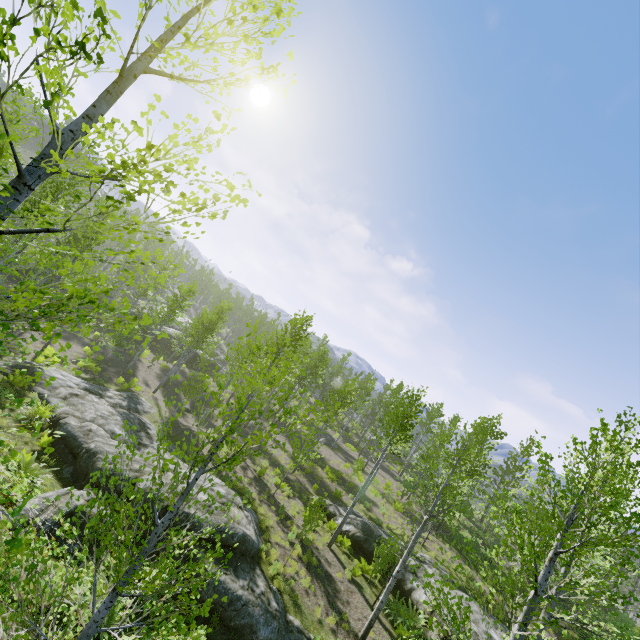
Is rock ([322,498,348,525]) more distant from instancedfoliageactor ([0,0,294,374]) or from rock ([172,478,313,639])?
rock ([172,478,313,639])

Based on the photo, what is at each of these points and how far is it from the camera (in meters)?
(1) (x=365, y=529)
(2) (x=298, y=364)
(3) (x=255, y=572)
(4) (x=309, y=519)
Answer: (1) rock, 17.19
(2) instancedfoliageactor, 4.48
(3) rock, 11.20
(4) instancedfoliageactor, 12.65

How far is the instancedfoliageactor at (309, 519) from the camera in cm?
1252

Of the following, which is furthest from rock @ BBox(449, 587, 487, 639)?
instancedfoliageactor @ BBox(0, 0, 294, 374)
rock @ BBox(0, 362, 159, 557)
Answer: rock @ BBox(0, 362, 159, 557)

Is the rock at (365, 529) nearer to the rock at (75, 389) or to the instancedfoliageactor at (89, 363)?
the instancedfoliageactor at (89, 363)

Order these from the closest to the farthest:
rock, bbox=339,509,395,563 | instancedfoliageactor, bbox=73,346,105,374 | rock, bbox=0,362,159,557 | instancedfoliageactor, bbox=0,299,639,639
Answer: instancedfoliageactor, bbox=0,299,639,639, rock, bbox=0,362,159,557, rock, bbox=339,509,395,563, instancedfoliageactor, bbox=73,346,105,374
